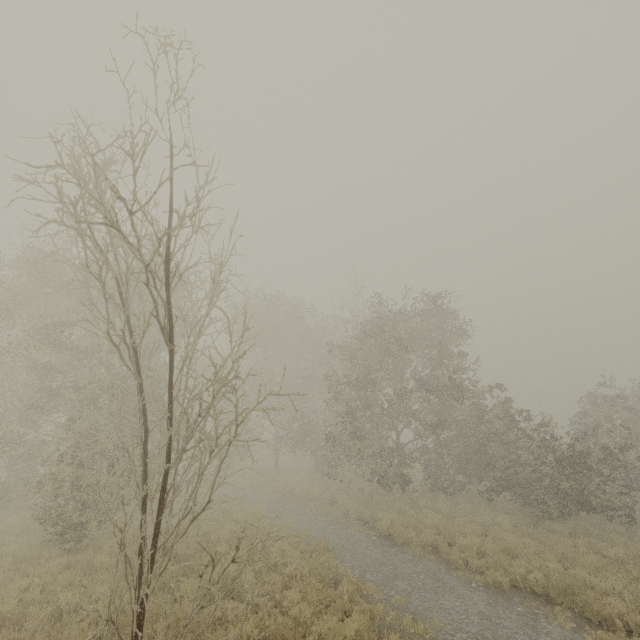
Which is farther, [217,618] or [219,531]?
[219,531]
